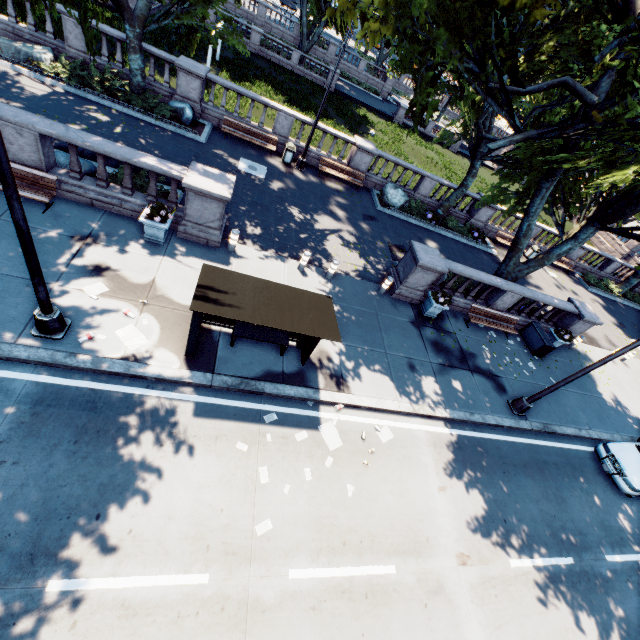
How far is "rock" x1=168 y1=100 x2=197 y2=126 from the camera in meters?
16.2

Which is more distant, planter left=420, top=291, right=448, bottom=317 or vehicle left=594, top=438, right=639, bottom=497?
planter left=420, top=291, right=448, bottom=317

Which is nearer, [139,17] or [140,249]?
[140,249]

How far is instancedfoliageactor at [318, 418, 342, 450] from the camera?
8.6 meters

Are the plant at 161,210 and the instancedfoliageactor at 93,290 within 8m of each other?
yes

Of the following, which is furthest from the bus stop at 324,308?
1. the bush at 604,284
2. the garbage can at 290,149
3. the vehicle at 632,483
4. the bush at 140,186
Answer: the bush at 604,284

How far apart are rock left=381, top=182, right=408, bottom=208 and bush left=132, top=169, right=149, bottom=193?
12.7 meters

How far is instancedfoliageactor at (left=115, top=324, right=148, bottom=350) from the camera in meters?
8.0 m
